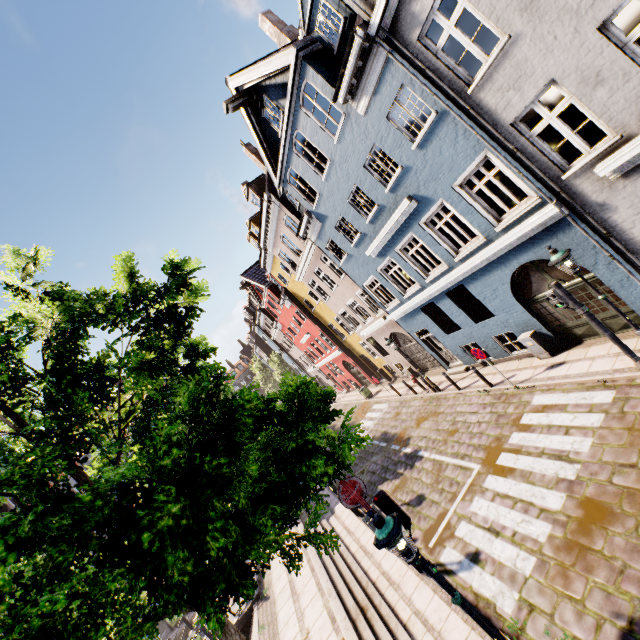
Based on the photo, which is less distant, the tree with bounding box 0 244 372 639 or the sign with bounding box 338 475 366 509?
the tree with bounding box 0 244 372 639

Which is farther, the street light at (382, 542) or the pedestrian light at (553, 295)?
the pedestrian light at (553, 295)

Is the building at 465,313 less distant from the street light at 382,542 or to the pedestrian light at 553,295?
the pedestrian light at 553,295

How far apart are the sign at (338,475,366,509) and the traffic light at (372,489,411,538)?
0.2 meters

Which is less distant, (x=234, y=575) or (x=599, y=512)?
(x=234, y=575)

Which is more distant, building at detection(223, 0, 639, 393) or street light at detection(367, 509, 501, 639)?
building at detection(223, 0, 639, 393)

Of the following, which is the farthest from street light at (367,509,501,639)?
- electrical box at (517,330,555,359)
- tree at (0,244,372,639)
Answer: electrical box at (517,330,555,359)

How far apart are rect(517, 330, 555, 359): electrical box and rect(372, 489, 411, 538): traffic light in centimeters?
825cm
